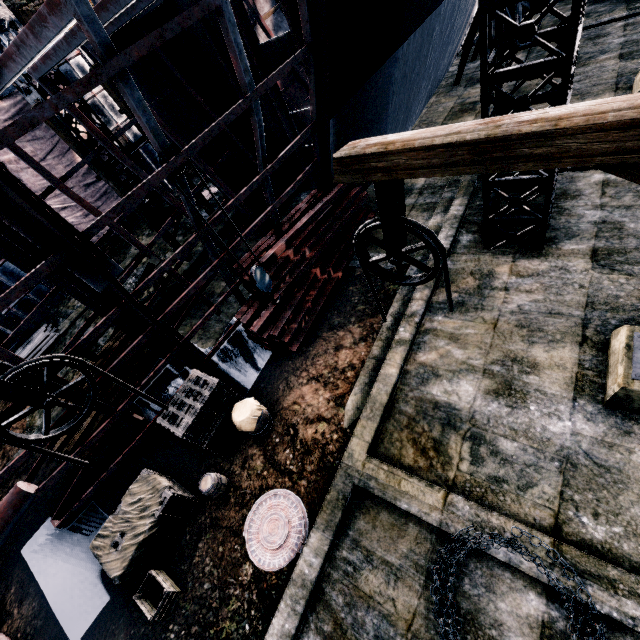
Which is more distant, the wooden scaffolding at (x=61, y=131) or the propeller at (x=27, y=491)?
the wooden scaffolding at (x=61, y=131)

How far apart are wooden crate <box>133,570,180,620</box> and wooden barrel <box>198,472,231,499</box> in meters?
1.9

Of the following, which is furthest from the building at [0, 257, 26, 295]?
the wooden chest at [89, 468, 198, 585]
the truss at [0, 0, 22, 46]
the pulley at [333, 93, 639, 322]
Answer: the wooden chest at [89, 468, 198, 585]

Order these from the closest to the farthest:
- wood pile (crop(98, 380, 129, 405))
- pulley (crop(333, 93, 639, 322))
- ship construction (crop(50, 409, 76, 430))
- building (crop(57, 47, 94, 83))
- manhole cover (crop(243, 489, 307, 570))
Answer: pulley (crop(333, 93, 639, 322))
manhole cover (crop(243, 489, 307, 570))
ship construction (crop(50, 409, 76, 430))
wood pile (crop(98, 380, 129, 405))
building (crop(57, 47, 94, 83))

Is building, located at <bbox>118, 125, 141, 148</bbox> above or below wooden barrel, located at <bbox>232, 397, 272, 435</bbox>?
above

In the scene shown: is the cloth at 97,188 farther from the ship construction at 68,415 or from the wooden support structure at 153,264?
the wooden support structure at 153,264

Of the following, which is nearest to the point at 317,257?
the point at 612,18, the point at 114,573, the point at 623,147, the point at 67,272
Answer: the point at 67,272

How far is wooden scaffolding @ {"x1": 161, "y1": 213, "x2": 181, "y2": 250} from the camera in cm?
1541
